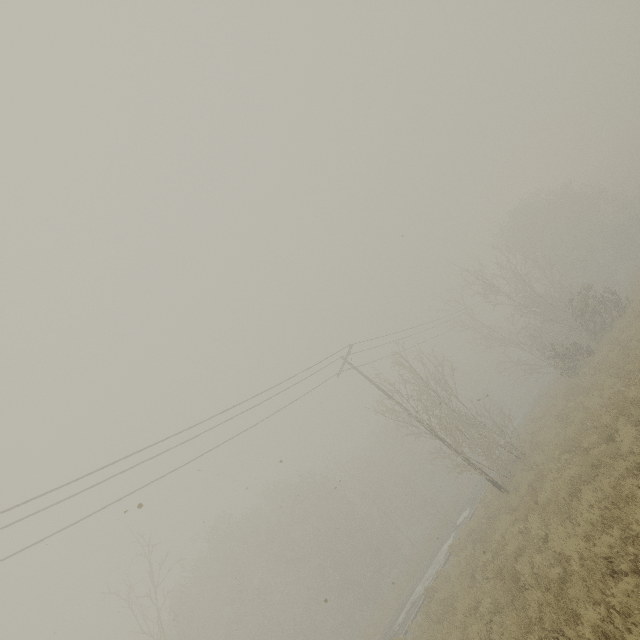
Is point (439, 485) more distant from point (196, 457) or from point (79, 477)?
point (79, 477)
